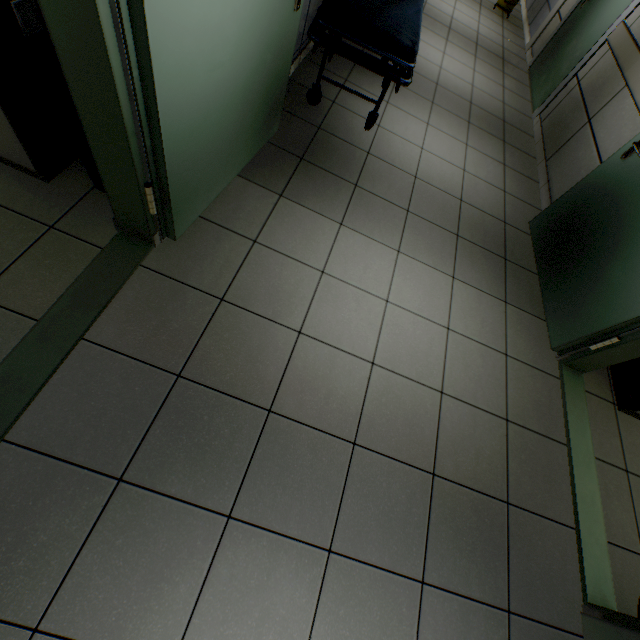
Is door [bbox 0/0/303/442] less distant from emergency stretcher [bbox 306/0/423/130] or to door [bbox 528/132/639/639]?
emergency stretcher [bbox 306/0/423/130]

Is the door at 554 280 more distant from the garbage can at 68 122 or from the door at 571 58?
the garbage can at 68 122

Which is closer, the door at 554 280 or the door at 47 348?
the door at 47 348

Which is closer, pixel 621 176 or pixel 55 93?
pixel 55 93

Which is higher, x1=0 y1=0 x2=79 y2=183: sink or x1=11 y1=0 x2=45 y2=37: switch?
x1=11 y1=0 x2=45 y2=37: switch

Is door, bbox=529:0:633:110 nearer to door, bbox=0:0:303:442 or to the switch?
door, bbox=0:0:303:442

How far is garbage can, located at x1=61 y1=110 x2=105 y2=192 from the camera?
1.66m

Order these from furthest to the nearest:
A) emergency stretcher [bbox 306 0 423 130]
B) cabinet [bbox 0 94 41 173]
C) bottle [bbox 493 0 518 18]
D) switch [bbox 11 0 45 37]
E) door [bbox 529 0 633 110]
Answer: bottle [bbox 493 0 518 18]
door [bbox 529 0 633 110]
emergency stretcher [bbox 306 0 423 130]
cabinet [bbox 0 94 41 173]
switch [bbox 11 0 45 37]
